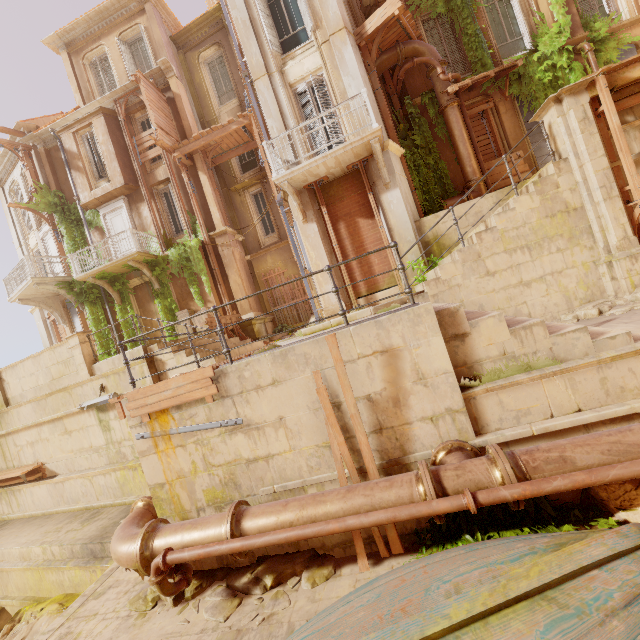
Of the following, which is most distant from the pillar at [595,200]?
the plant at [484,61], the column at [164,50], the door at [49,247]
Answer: the door at [49,247]

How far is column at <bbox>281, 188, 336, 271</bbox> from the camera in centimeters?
1034cm

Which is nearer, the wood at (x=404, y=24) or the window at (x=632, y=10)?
the wood at (x=404, y=24)

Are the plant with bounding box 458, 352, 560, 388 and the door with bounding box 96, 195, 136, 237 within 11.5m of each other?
no

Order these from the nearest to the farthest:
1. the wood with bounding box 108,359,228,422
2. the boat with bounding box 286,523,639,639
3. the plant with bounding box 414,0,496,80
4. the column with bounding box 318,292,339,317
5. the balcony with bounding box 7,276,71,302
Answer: the boat with bounding box 286,523,639,639, the wood with bounding box 108,359,228,422, the column with bounding box 318,292,339,317, the plant with bounding box 414,0,496,80, the balcony with bounding box 7,276,71,302

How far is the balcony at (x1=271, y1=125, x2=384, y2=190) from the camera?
8.7m

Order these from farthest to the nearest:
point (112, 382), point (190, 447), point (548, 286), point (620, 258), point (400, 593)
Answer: point (112, 382) → point (548, 286) → point (620, 258) → point (190, 447) → point (400, 593)

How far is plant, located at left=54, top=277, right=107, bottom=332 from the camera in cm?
1639
